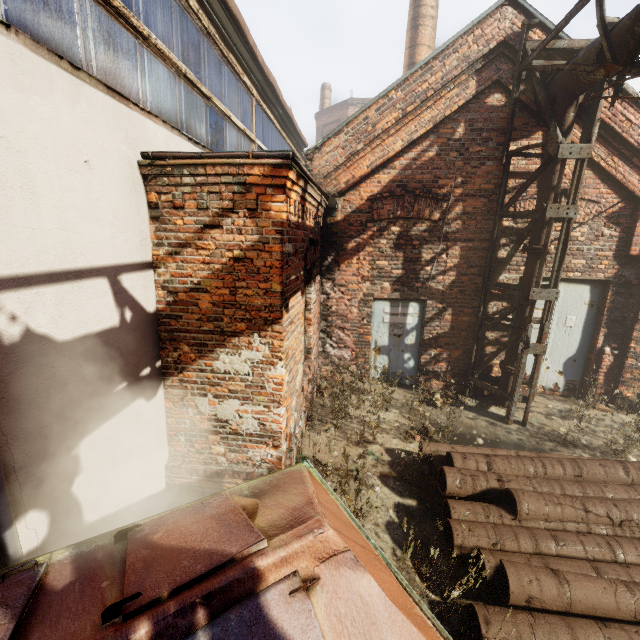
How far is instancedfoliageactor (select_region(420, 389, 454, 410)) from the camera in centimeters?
567cm

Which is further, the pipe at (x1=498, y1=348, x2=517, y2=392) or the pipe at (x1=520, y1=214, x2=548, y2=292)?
the pipe at (x1=498, y1=348, x2=517, y2=392)

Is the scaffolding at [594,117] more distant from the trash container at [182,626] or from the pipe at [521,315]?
the trash container at [182,626]

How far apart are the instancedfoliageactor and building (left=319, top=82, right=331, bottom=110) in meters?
29.5 m

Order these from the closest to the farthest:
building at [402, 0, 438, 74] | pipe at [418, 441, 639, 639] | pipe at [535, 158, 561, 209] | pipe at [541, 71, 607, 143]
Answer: pipe at [418, 441, 639, 639], pipe at [541, 71, 607, 143], pipe at [535, 158, 561, 209], building at [402, 0, 438, 74]

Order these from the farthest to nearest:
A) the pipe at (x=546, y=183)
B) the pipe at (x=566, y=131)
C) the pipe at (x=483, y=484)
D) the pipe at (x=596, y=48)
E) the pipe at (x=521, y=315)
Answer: the pipe at (x=521, y=315), the pipe at (x=546, y=183), the pipe at (x=566, y=131), the pipe at (x=596, y=48), the pipe at (x=483, y=484)

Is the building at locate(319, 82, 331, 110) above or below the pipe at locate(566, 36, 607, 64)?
above

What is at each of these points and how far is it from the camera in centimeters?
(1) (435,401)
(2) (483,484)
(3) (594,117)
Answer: (1) instancedfoliageactor, 643cm
(2) pipe, 383cm
(3) scaffolding, 502cm
